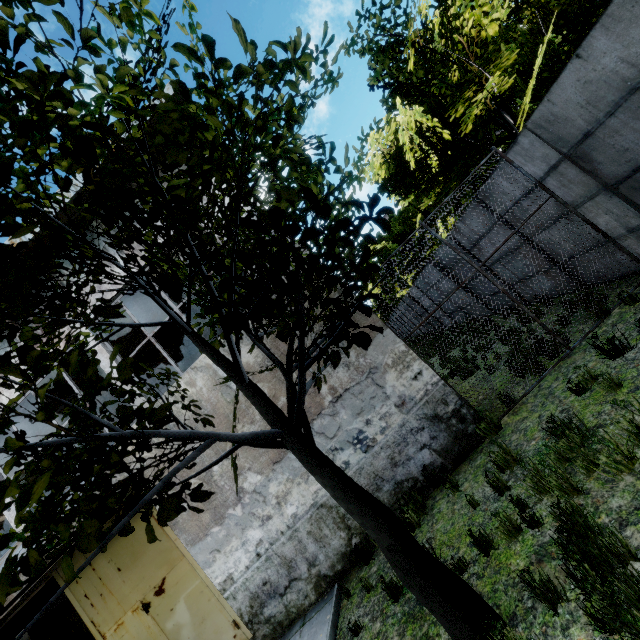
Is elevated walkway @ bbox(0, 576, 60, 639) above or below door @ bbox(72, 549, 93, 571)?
above

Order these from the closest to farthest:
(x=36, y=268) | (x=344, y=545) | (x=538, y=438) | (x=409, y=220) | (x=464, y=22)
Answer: (x=36, y=268), (x=538, y=438), (x=344, y=545), (x=464, y=22), (x=409, y=220)

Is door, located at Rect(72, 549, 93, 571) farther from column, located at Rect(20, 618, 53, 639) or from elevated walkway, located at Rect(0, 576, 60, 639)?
column, located at Rect(20, 618, 53, 639)

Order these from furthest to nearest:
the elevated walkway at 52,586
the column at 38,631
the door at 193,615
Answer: the column at 38,631
the elevated walkway at 52,586
the door at 193,615

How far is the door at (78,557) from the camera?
7.2 meters

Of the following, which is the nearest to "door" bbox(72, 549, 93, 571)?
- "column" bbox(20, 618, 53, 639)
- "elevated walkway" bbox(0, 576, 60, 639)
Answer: "elevated walkway" bbox(0, 576, 60, 639)

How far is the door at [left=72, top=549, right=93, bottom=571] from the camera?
7.2 meters

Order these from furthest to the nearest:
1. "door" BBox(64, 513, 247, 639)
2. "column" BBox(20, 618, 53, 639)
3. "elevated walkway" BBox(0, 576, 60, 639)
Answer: "column" BBox(20, 618, 53, 639), "elevated walkway" BBox(0, 576, 60, 639), "door" BBox(64, 513, 247, 639)
